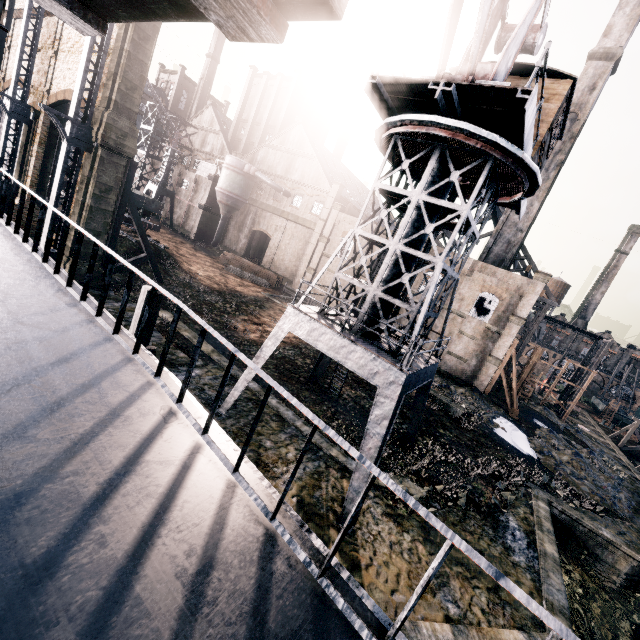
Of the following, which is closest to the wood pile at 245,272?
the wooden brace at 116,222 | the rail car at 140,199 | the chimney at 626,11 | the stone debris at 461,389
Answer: the rail car at 140,199

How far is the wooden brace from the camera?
22.17m

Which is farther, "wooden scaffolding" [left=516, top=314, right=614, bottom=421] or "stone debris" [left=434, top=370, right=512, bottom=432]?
"wooden scaffolding" [left=516, top=314, right=614, bottom=421]

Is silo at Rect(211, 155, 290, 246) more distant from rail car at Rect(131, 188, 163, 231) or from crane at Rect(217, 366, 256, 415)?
crane at Rect(217, 366, 256, 415)

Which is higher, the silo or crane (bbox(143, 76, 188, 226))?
the silo

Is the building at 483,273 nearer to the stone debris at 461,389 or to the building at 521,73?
the stone debris at 461,389

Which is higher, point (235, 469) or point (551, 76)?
point (551, 76)

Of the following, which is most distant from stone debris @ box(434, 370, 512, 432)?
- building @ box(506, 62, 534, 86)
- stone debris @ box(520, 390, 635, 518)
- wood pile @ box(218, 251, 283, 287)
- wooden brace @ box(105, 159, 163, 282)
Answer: wooden brace @ box(105, 159, 163, 282)
